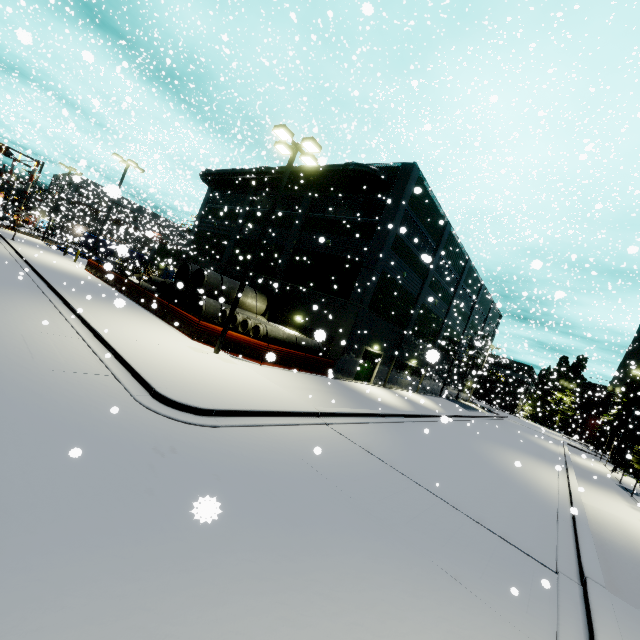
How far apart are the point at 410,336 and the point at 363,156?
20.7m

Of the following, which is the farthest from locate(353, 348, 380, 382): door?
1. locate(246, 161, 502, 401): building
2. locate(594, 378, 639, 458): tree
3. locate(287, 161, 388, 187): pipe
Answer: locate(594, 378, 639, 458): tree

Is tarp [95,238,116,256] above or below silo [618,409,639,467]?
below

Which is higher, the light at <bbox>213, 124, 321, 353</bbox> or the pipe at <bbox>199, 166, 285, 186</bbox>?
the pipe at <bbox>199, 166, 285, 186</bbox>

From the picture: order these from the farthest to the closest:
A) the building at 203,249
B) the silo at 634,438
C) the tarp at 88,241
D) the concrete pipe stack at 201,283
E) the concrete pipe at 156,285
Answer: the silo at 634,438 → the building at 203,249 → the tarp at 88,241 → the concrete pipe at 156,285 → the concrete pipe stack at 201,283

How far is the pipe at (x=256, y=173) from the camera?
26.9m

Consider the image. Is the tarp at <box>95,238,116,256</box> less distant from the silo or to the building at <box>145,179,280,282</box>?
the building at <box>145,179,280,282</box>

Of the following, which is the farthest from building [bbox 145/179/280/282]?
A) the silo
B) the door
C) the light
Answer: the light
